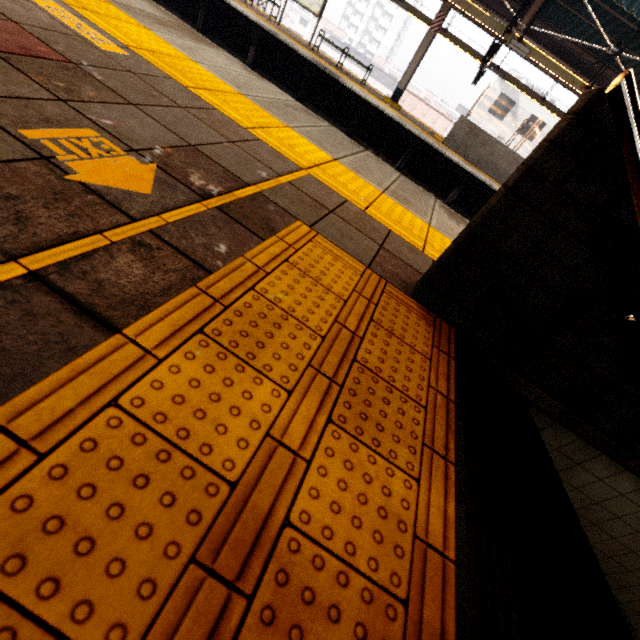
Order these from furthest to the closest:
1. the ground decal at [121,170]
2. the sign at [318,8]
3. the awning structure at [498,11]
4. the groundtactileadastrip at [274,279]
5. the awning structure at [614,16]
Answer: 1. the sign at [318,8]
2. the awning structure at [498,11]
3. the awning structure at [614,16]
4. the ground decal at [121,170]
5. the groundtactileadastrip at [274,279]

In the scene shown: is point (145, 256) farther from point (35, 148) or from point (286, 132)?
point (286, 132)

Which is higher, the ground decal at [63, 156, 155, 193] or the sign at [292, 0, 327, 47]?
the sign at [292, 0, 327, 47]

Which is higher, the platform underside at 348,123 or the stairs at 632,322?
the stairs at 632,322

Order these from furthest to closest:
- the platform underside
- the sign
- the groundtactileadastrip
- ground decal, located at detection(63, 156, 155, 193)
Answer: the sign → the platform underside → ground decal, located at detection(63, 156, 155, 193) → the groundtactileadastrip

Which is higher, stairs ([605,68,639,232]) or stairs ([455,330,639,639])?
stairs ([605,68,639,232])

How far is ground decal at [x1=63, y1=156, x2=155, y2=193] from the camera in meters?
1.1 m

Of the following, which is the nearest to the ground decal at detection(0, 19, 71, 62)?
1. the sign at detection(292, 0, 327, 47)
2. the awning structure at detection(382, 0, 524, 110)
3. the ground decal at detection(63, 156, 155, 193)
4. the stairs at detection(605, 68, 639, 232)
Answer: the ground decal at detection(63, 156, 155, 193)
